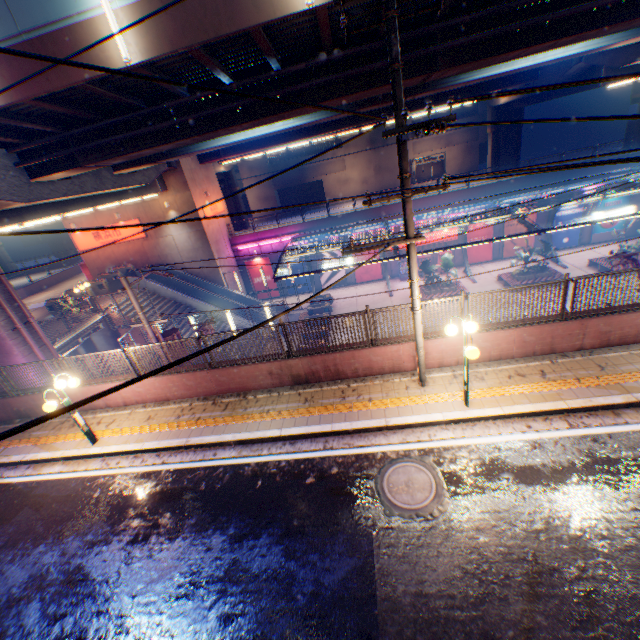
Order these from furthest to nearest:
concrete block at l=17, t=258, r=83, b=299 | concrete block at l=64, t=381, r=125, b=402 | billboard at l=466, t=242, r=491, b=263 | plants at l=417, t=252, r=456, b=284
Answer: concrete block at l=17, t=258, r=83, b=299 → billboard at l=466, t=242, r=491, b=263 → plants at l=417, t=252, r=456, b=284 → concrete block at l=64, t=381, r=125, b=402

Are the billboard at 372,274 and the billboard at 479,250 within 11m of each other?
yes

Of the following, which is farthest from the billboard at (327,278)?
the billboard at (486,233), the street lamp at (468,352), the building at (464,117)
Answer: the street lamp at (468,352)

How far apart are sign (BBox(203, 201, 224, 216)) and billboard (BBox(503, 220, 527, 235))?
25.9 meters

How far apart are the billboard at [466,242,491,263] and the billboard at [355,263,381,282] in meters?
7.6

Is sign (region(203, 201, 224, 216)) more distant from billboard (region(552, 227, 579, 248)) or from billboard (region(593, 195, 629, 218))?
billboard (region(593, 195, 629, 218))

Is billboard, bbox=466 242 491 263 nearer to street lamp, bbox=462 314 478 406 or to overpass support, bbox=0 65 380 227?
overpass support, bbox=0 65 380 227

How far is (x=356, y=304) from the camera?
28.83m
